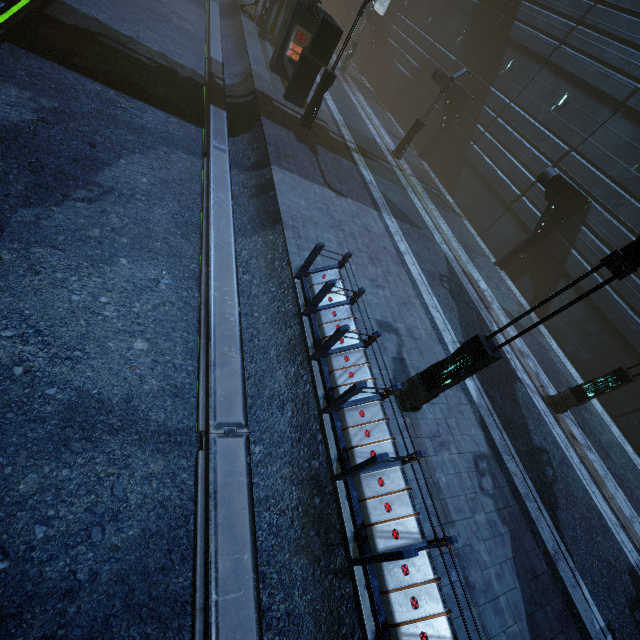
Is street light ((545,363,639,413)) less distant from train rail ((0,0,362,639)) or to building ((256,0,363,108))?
building ((256,0,363,108))

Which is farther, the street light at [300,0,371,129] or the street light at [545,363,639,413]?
the street light at [300,0,371,129]

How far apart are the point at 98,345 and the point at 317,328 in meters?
4.3

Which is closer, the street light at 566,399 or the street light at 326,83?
the street light at 566,399

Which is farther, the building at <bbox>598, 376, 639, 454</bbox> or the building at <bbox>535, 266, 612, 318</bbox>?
the building at <bbox>535, 266, 612, 318</bbox>

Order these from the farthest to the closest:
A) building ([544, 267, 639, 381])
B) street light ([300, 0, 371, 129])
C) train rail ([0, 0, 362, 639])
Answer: building ([544, 267, 639, 381])
street light ([300, 0, 371, 129])
train rail ([0, 0, 362, 639])

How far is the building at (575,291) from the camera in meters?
14.7 m

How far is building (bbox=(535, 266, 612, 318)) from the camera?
14.7 meters
